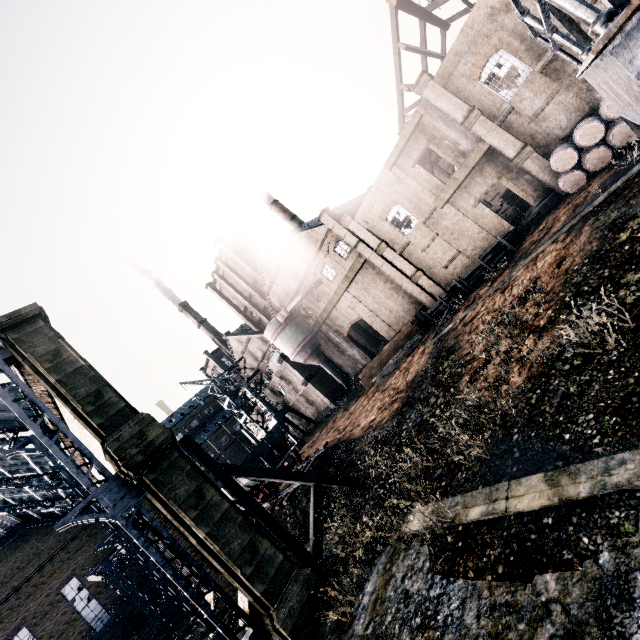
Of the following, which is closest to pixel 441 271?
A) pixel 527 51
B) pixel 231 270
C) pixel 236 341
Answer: pixel 527 51

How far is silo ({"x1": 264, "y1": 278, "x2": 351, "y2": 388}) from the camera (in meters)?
38.91

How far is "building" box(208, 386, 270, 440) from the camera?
51.78m

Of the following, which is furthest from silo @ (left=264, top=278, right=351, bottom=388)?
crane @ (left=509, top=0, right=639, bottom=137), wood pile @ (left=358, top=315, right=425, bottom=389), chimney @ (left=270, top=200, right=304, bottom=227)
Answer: crane @ (left=509, top=0, right=639, bottom=137)

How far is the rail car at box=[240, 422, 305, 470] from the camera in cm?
2500

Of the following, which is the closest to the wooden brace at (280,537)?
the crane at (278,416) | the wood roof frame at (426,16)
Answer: the crane at (278,416)

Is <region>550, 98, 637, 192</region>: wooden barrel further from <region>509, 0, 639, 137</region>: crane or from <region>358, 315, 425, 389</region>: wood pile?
<region>509, 0, 639, 137</region>: crane

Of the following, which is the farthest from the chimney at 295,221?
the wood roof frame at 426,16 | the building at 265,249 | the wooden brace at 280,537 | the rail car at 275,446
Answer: the wooden brace at 280,537
